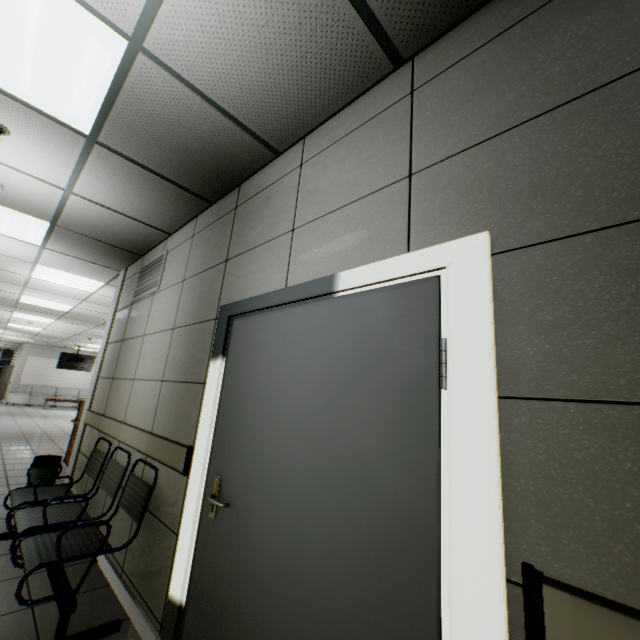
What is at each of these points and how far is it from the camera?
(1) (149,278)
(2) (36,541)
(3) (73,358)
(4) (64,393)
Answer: (1) ventilation grill, 3.9 meters
(2) chair, 2.2 meters
(3) tv, 16.5 meters
(4) sofa, 18.2 meters

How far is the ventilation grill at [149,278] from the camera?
3.7 meters

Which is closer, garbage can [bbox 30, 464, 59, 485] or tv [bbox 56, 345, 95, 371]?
garbage can [bbox 30, 464, 59, 485]

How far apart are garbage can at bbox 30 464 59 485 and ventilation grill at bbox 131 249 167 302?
2.07m

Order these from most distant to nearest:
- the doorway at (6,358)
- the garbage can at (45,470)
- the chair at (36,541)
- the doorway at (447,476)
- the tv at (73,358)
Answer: the doorway at (6,358), the tv at (73,358), the garbage can at (45,470), the chair at (36,541), the doorway at (447,476)

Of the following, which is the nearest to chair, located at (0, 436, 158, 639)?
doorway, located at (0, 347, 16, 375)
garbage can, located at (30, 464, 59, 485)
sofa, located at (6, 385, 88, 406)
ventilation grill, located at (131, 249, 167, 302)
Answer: garbage can, located at (30, 464, 59, 485)

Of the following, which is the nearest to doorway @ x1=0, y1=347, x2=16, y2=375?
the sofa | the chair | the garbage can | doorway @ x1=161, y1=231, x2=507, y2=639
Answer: the sofa

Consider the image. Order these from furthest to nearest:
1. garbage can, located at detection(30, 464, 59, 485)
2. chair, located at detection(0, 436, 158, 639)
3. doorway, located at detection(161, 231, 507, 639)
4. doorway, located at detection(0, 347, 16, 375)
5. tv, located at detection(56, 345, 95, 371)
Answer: doorway, located at detection(0, 347, 16, 375) → tv, located at detection(56, 345, 95, 371) → garbage can, located at detection(30, 464, 59, 485) → chair, located at detection(0, 436, 158, 639) → doorway, located at detection(161, 231, 507, 639)
